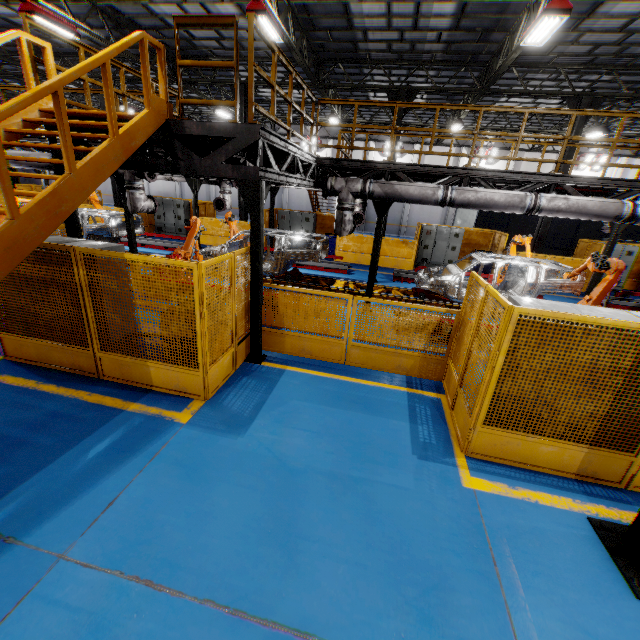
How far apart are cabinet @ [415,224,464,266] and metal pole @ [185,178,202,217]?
10.9 meters

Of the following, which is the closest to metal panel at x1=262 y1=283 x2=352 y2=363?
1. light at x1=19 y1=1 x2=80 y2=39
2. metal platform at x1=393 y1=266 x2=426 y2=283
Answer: metal platform at x1=393 y1=266 x2=426 y2=283

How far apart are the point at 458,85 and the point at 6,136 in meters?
19.6 m

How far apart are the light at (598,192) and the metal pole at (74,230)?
10.9 meters

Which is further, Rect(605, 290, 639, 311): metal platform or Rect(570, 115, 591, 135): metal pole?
Rect(570, 115, 591, 135): metal pole

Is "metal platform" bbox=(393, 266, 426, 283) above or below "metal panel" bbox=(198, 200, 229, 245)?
below

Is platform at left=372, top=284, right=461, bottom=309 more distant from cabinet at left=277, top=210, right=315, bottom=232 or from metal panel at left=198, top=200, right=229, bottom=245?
cabinet at left=277, top=210, right=315, bottom=232

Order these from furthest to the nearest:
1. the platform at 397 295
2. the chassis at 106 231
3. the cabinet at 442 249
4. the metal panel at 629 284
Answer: the cabinet at 442 249 < the metal panel at 629 284 < the chassis at 106 231 < the platform at 397 295
